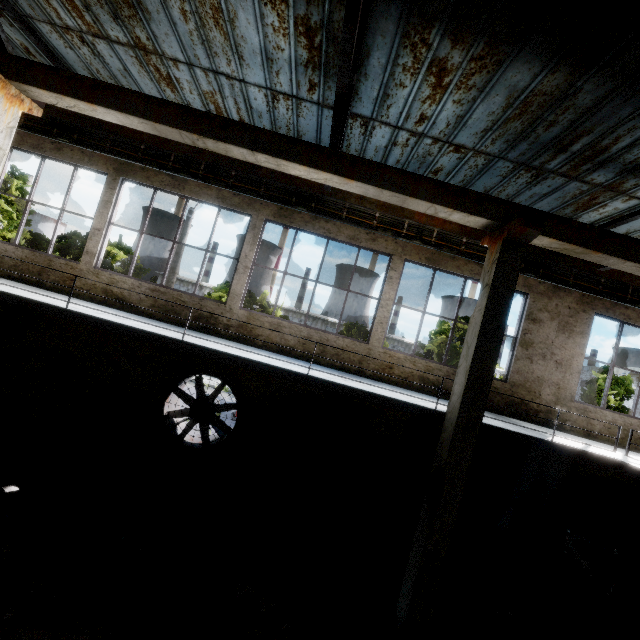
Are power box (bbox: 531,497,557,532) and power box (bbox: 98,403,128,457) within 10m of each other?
no

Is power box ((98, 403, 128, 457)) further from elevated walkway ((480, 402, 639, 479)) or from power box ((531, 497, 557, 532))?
power box ((531, 497, 557, 532))

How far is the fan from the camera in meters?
8.5

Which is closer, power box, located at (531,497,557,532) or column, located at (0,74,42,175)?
column, located at (0,74,42,175)

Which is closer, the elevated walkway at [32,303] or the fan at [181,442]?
the elevated walkway at [32,303]

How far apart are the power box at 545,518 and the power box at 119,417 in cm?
1147

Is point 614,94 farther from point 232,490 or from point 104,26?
point 232,490

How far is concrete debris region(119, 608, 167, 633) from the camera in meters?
4.7
